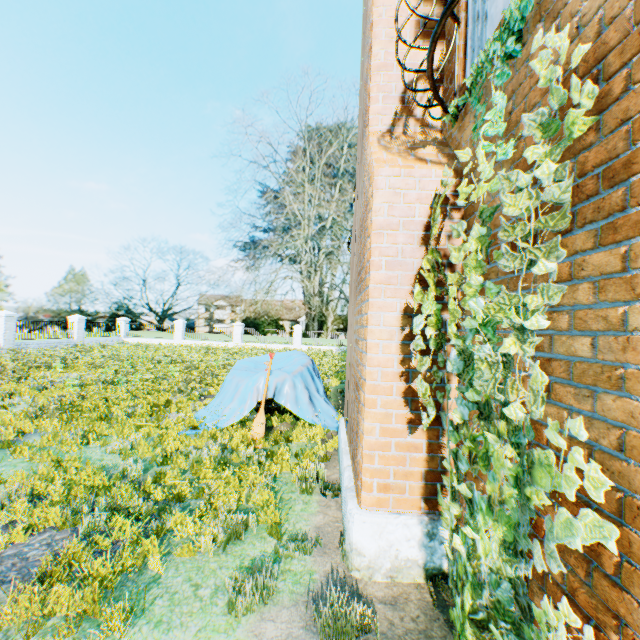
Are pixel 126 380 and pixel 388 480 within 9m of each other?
no

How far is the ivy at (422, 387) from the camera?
2.63m

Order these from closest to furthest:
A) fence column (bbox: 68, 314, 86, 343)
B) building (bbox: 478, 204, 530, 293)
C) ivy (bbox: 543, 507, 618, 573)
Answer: ivy (bbox: 543, 507, 618, 573), building (bbox: 478, 204, 530, 293), fence column (bbox: 68, 314, 86, 343)

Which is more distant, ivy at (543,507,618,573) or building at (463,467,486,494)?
building at (463,467,486,494)

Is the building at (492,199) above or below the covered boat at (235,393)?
above

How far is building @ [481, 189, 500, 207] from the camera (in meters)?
2.55

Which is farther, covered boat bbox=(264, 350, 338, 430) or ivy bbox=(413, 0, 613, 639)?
covered boat bbox=(264, 350, 338, 430)

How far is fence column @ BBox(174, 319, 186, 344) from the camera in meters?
30.0
